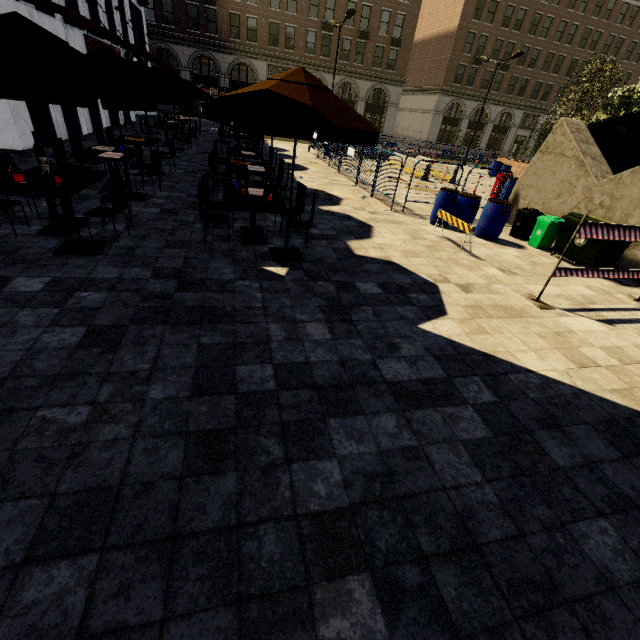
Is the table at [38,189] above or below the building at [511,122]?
below

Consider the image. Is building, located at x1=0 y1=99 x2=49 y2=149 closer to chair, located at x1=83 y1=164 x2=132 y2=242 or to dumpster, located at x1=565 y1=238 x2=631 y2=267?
chair, located at x1=83 y1=164 x2=132 y2=242

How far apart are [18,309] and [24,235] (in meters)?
2.63

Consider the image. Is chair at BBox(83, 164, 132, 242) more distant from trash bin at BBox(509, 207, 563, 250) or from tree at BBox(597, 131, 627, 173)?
tree at BBox(597, 131, 627, 173)

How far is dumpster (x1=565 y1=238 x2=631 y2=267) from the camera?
7.49m

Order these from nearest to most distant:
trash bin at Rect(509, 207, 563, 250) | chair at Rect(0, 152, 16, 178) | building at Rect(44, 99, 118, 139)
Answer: chair at Rect(0, 152, 16, 178) < trash bin at Rect(509, 207, 563, 250) < building at Rect(44, 99, 118, 139)

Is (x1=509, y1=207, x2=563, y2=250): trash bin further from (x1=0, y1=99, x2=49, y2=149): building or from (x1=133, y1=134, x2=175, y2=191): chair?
(x1=0, y1=99, x2=49, y2=149): building

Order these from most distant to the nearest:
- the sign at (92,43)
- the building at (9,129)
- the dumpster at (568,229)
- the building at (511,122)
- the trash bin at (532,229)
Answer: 1. the building at (511,122)
2. the sign at (92,43)
3. the building at (9,129)
4. the trash bin at (532,229)
5. the dumpster at (568,229)
